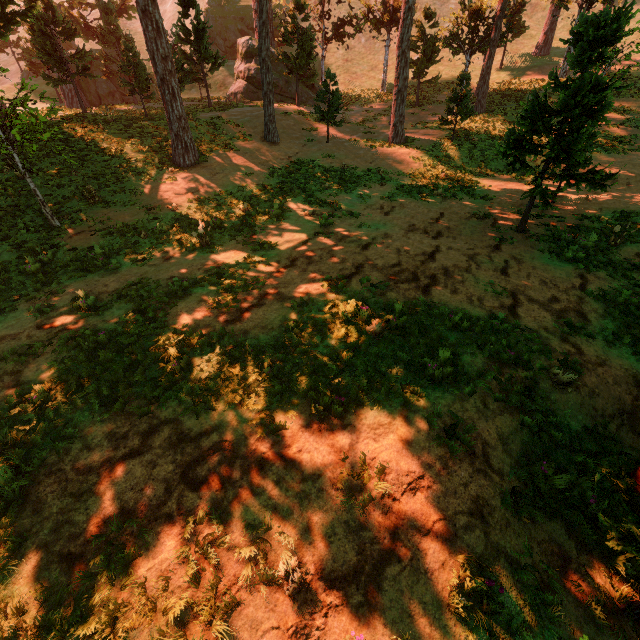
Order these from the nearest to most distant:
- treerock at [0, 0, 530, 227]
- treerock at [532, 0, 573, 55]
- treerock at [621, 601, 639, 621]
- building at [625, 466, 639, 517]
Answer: treerock at [621, 601, 639, 621] < building at [625, 466, 639, 517] < treerock at [0, 0, 530, 227] < treerock at [532, 0, 573, 55]

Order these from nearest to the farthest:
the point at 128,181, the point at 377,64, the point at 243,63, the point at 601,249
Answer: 1. the point at 601,249
2. the point at 128,181
3. the point at 243,63
4. the point at 377,64

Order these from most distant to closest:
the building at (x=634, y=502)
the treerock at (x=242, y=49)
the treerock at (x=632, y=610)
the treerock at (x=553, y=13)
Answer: the treerock at (x=553, y=13) → the treerock at (x=242, y=49) → the building at (x=634, y=502) → the treerock at (x=632, y=610)

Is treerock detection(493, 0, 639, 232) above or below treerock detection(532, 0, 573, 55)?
below

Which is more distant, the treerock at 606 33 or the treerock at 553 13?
the treerock at 553 13

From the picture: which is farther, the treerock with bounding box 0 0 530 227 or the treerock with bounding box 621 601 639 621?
the treerock with bounding box 0 0 530 227
